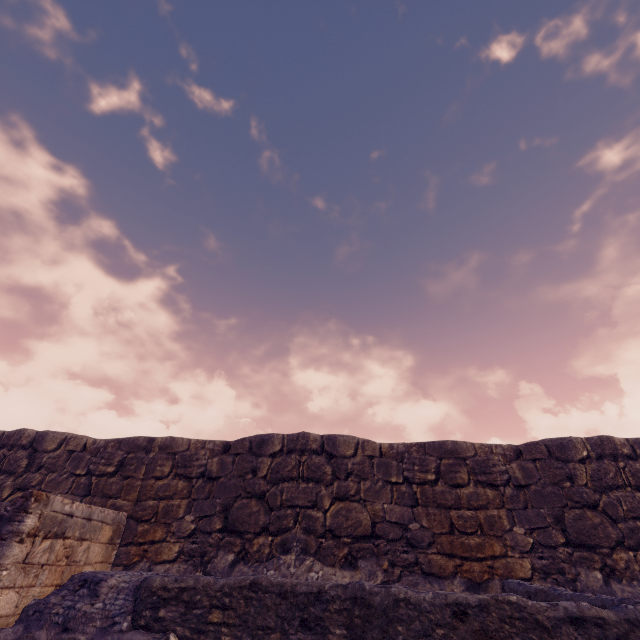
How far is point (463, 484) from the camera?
8.06m
